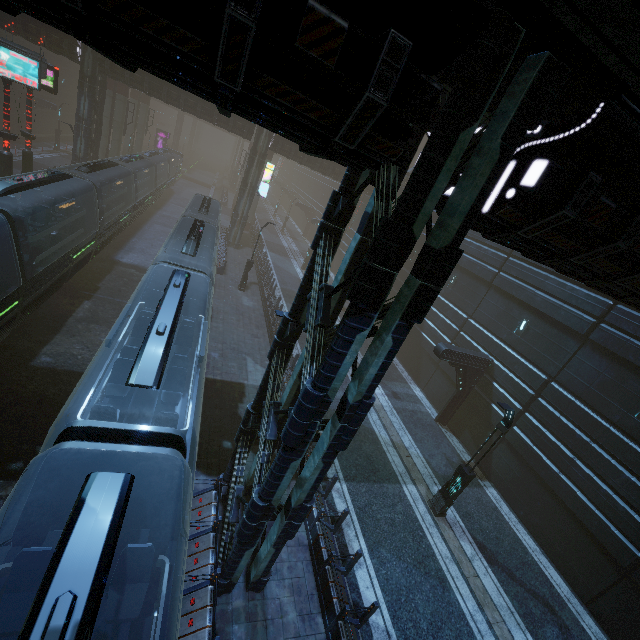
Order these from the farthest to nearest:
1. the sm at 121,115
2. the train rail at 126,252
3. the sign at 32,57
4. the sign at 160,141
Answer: the sign at 160,141 < the sm at 121,115 < the sign at 32,57 < the train rail at 126,252

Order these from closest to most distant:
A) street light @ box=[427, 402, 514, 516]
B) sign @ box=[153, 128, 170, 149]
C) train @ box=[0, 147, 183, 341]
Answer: street light @ box=[427, 402, 514, 516]
train @ box=[0, 147, 183, 341]
sign @ box=[153, 128, 170, 149]

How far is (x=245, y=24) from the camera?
2.63m

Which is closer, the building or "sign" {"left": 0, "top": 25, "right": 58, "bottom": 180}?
the building

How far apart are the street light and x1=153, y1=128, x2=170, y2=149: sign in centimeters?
6814cm

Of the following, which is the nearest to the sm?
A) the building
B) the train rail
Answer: the building

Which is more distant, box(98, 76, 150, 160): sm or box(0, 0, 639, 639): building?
box(98, 76, 150, 160): sm

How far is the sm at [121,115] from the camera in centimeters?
3275cm
